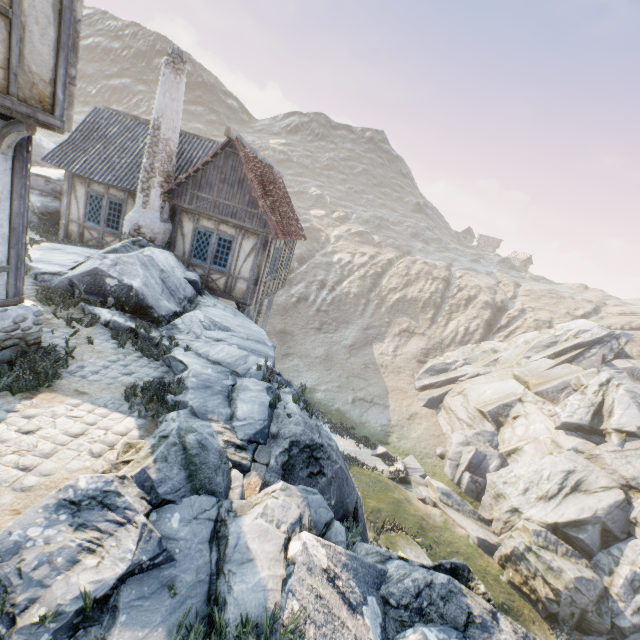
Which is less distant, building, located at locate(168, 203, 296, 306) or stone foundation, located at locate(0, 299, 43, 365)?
stone foundation, located at locate(0, 299, 43, 365)

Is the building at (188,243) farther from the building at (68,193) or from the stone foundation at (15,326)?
the stone foundation at (15,326)

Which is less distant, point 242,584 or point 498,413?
point 242,584

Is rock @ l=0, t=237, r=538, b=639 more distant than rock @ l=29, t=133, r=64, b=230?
No

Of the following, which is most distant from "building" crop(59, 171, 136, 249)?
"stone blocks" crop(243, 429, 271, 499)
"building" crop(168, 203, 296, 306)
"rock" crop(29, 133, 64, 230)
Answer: "stone blocks" crop(243, 429, 271, 499)

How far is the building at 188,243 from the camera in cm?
1260

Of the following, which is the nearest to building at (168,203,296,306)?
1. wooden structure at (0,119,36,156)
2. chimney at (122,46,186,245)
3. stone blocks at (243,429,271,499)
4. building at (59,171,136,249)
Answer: chimney at (122,46,186,245)

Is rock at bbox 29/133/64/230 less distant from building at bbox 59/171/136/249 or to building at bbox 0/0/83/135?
A: building at bbox 59/171/136/249
